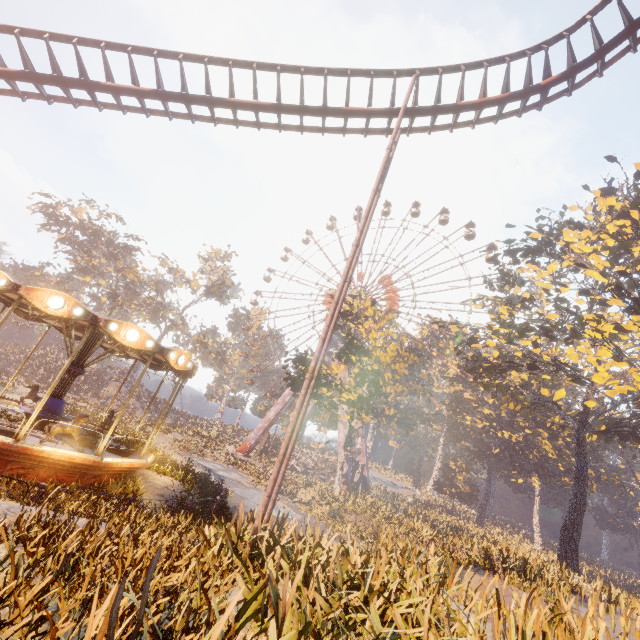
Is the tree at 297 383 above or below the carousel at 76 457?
above

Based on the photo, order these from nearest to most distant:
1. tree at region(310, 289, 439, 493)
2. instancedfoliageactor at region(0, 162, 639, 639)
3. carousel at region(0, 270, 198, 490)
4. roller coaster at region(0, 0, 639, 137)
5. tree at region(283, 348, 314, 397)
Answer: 1. instancedfoliageactor at region(0, 162, 639, 639)
2. carousel at region(0, 270, 198, 490)
3. roller coaster at region(0, 0, 639, 137)
4. tree at region(310, 289, 439, 493)
5. tree at region(283, 348, 314, 397)

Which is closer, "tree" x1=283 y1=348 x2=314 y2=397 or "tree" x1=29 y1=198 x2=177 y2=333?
"tree" x1=283 y1=348 x2=314 y2=397

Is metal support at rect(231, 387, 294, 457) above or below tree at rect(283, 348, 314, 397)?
below

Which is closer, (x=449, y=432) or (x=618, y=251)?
(x=618, y=251)

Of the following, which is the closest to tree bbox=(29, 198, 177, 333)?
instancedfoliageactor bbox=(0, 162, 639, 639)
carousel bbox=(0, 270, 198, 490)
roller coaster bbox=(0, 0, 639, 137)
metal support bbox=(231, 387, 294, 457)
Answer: metal support bbox=(231, 387, 294, 457)

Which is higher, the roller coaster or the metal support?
the roller coaster

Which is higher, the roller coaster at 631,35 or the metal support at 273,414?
the roller coaster at 631,35
